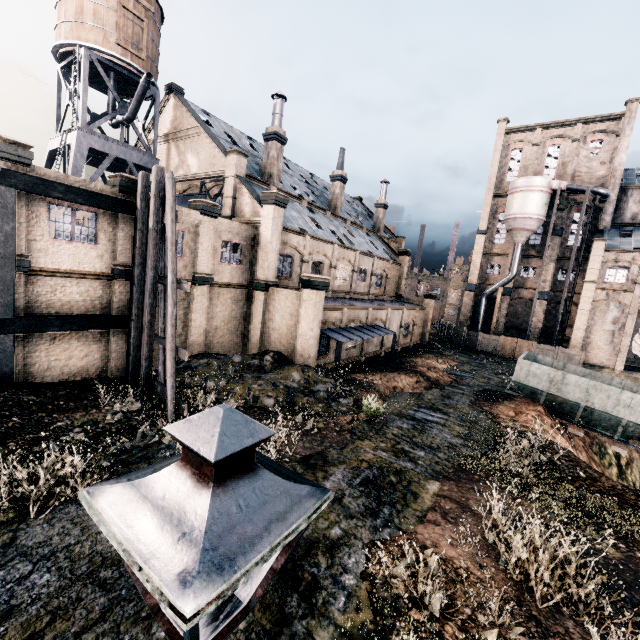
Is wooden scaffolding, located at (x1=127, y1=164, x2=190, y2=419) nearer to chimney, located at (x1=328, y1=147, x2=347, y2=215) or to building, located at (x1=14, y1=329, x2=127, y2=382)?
building, located at (x1=14, y1=329, x2=127, y2=382)

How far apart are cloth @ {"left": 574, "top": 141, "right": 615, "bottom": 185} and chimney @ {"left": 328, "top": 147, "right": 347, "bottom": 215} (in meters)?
31.04

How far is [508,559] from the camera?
8.10m

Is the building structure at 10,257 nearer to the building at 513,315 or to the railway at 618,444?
the building at 513,315

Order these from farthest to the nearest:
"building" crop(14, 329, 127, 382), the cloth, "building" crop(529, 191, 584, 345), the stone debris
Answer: "building" crop(529, 191, 584, 345)
the cloth
the stone debris
"building" crop(14, 329, 127, 382)

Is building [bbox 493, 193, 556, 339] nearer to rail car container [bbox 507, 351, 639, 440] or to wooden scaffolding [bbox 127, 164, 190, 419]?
wooden scaffolding [bbox 127, 164, 190, 419]

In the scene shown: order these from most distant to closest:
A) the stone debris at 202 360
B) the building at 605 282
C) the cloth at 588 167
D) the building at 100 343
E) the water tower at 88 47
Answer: the cloth at 588 167 < the building at 605 282 < the water tower at 88 47 < the stone debris at 202 360 < the building at 100 343

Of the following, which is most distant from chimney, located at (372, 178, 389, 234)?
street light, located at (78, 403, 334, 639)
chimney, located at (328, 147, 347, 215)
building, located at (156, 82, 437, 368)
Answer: street light, located at (78, 403, 334, 639)
